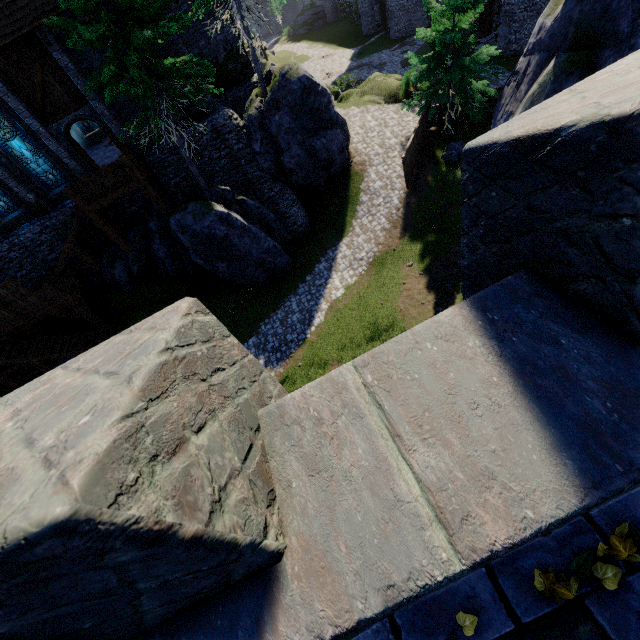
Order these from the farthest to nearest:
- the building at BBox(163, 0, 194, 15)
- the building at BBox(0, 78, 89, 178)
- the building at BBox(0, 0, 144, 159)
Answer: the building at BBox(163, 0, 194, 15)
the building at BBox(0, 78, 89, 178)
the building at BBox(0, 0, 144, 159)

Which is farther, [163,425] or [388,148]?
[388,148]

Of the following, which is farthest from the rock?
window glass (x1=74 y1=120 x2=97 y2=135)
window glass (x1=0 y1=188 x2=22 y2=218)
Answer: window glass (x1=74 y1=120 x2=97 y2=135)

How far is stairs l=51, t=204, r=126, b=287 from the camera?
16.4m

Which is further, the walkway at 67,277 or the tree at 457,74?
the walkway at 67,277

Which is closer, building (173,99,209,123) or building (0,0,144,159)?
building (0,0,144,159)

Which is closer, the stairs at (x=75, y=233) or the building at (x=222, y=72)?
the stairs at (x=75, y=233)

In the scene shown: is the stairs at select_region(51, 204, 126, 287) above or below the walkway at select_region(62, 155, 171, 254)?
below
